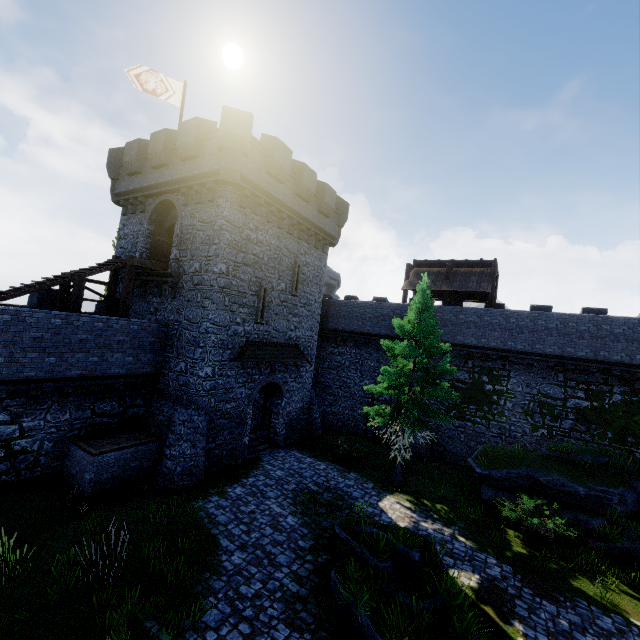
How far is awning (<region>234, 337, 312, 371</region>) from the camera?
16.6 meters

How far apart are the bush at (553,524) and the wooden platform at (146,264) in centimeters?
1896cm

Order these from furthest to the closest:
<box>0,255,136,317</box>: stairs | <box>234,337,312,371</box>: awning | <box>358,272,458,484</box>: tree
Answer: <box>234,337,312,371</box>: awning < <box>358,272,458,484</box>: tree < <box>0,255,136,317</box>: stairs

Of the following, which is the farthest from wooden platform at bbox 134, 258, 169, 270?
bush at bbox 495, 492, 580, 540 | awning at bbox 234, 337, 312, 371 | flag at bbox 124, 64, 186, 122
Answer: bush at bbox 495, 492, 580, 540

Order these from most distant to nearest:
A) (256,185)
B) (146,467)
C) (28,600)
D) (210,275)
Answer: (256,185), (210,275), (146,467), (28,600)

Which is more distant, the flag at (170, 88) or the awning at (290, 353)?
the flag at (170, 88)

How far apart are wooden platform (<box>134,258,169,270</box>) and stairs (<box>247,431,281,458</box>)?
10.11m

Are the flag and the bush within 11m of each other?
no
